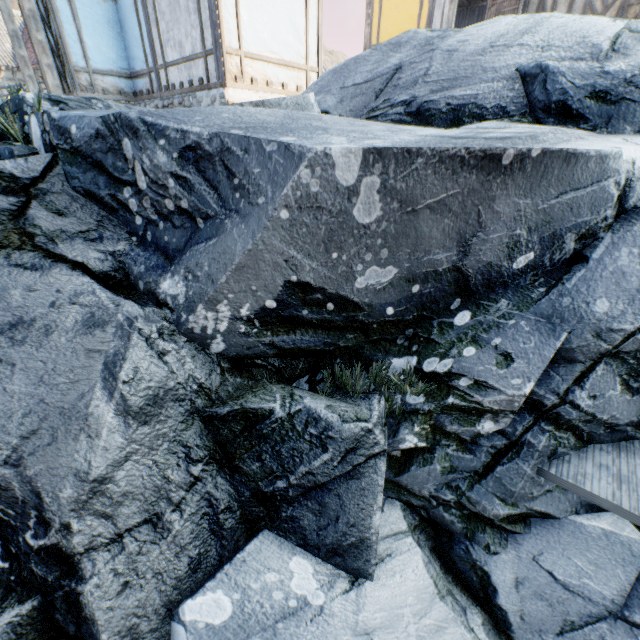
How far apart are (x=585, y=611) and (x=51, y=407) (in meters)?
5.70

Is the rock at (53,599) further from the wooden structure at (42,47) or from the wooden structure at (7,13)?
the wooden structure at (7,13)

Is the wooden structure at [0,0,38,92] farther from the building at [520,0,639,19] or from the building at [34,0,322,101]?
the building at [520,0,639,19]

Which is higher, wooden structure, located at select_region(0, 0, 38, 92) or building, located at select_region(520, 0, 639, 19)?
building, located at select_region(520, 0, 639, 19)

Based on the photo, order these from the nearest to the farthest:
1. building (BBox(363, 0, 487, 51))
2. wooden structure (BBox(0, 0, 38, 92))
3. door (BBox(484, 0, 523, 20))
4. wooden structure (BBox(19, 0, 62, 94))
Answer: wooden structure (BBox(19, 0, 62, 94))
wooden structure (BBox(0, 0, 38, 92))
door (BBox(484, 0, 523, 20))
building (BBox(363, 0, 487, 51))

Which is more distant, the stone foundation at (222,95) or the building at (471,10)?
the building at (471,10)

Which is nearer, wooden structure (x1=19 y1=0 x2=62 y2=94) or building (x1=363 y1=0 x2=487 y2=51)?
wooden structure (x1=19 y1=0 x2=62 y2=94)

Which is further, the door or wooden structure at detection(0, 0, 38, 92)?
the door
